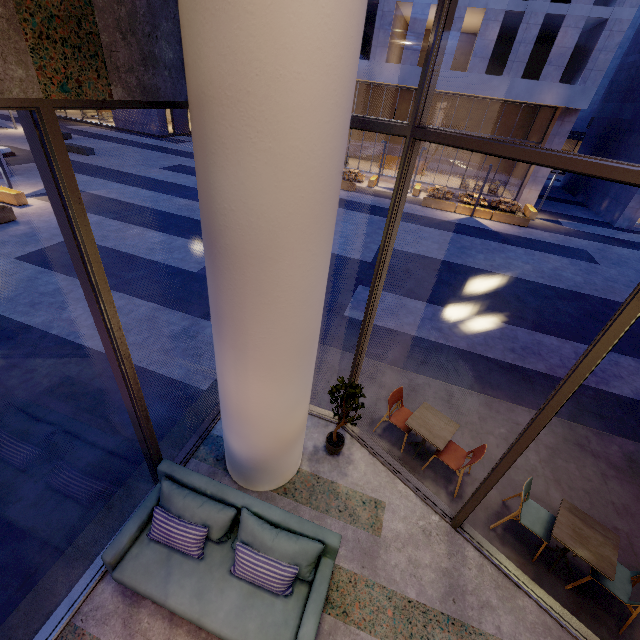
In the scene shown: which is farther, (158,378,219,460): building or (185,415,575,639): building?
(158,378,219,460): building

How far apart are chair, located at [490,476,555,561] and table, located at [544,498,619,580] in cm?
21

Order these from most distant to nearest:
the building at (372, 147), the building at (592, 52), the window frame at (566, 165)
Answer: the building at (372, 147)
the building at (592, 52)
the window frame at (566, 165)

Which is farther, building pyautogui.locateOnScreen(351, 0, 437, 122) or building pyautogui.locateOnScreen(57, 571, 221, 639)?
building pyautogui.locateOnScreen(351, 0, 437, 122)

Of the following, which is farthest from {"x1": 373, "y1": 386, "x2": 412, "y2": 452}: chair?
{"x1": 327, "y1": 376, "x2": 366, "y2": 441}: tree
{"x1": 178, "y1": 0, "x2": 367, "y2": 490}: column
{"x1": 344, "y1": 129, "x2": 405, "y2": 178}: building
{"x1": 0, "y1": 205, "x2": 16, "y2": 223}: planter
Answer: {"x1": 344, "y1": 129, "x2": 405, "y2": 178}: building

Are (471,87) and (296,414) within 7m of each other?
no

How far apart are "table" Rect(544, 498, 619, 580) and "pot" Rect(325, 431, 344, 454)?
2.8m

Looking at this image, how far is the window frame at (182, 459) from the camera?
4.88m
